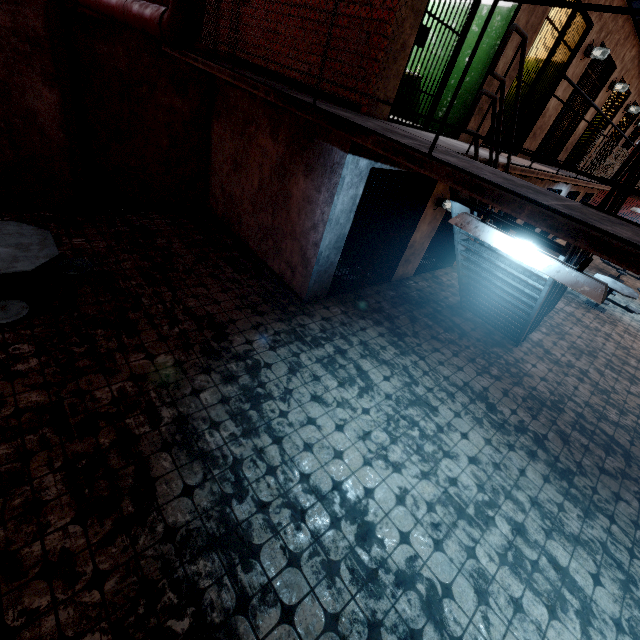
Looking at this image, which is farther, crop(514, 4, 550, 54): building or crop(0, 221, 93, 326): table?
crop(514, 4, 550, 54): building

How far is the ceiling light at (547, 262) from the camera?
2.10m

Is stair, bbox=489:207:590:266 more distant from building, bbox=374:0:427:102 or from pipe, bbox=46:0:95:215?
pipe, bbox=46:0:95:215

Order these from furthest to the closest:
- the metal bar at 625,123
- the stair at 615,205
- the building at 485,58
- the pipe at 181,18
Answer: the metal bar at 625,123 → the building at 485,58 → the stair at 615,205 → the pipe at 181,18

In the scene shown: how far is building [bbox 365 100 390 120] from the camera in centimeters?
408cm

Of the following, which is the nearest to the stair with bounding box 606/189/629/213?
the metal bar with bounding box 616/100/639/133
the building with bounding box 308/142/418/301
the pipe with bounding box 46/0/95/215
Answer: the building with bounding box 308/142/418/301

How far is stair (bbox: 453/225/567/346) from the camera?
4.3m

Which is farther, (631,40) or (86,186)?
(631,40)
